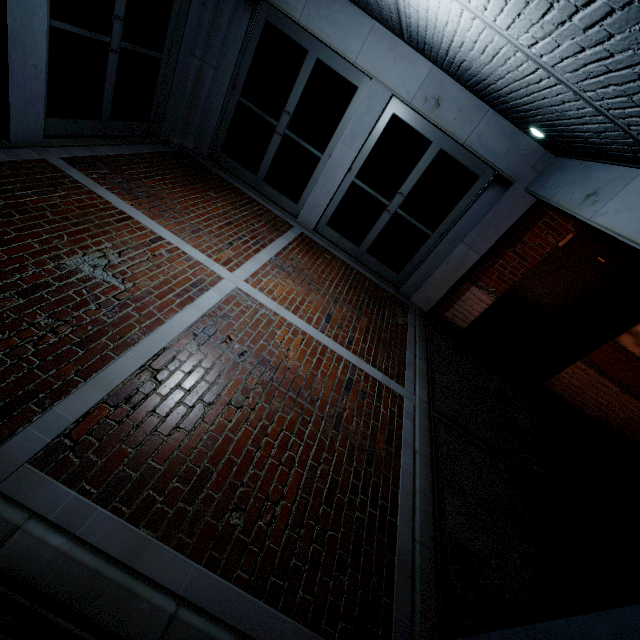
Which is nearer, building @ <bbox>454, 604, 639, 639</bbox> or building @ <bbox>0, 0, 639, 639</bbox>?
building @ <bbox>454, 604, 639, 639</bbox>

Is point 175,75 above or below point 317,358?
above

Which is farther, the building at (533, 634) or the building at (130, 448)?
the building at (130, 448)
